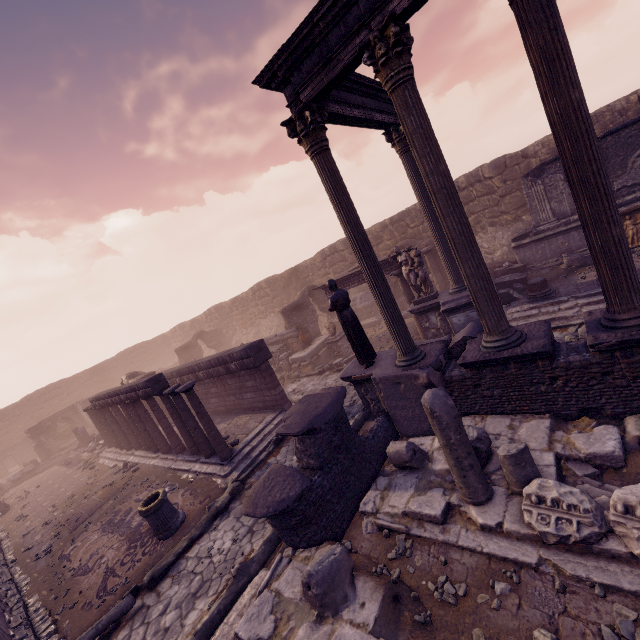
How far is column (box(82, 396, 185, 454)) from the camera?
11.8 meters

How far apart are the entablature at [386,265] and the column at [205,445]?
6.9m

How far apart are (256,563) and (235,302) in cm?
2519

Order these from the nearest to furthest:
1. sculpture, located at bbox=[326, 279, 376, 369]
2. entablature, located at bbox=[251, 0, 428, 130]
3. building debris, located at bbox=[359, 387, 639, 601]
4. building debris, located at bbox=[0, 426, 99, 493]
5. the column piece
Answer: building debris, located at bbox=[359, 387, 639, 601], entablature, located at bbox=[251, 0, 428, 130], the column piece, sculpture, located at bbox=[326, 279, 376, 369], building debris, located at bbox=[0, 426, 99, 493]

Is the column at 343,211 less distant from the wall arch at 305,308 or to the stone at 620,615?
the stone at 620,615

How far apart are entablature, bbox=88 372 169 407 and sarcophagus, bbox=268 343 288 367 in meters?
6.5 m

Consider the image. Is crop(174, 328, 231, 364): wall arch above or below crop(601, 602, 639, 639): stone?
above

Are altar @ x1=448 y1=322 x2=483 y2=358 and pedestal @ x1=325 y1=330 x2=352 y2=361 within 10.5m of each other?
yes
